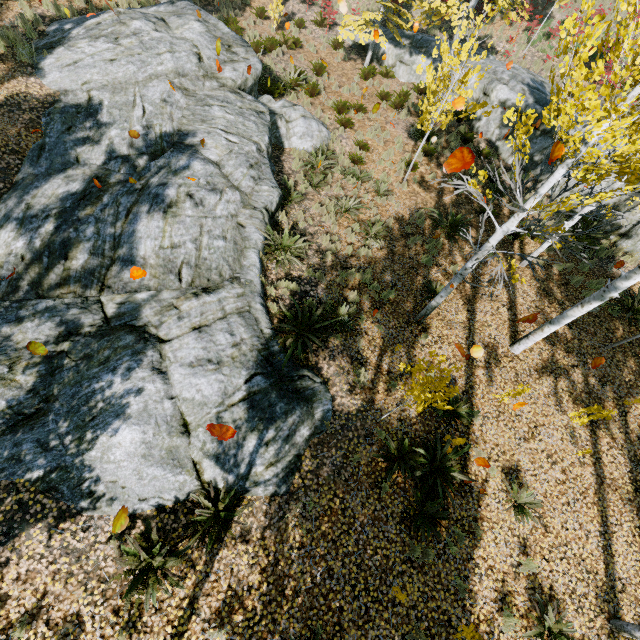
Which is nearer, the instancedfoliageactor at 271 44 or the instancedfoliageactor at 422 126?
the instancedfoliageactor at 422 126

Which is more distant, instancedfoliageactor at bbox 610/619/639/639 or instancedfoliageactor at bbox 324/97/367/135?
instancedfoliageactor at bbox 324/97/367/135

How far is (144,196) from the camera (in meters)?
7.54

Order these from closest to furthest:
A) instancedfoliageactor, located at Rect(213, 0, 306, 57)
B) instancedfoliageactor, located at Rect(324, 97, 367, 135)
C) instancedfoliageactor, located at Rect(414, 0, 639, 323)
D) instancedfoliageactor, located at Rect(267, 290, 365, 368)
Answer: instancedfoliageactor, located at Rect(414, 0, 639, 323)
instancedfoliageactor, located at Rect(267, 290, 365, 368)
instancedfoliageactor, located at Rect(324, 97, 367, 135)
instancedfoliageactor, located at Rect(213, 0, 306, 57)

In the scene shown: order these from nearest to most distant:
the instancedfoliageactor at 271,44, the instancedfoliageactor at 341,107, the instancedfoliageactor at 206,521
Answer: the instancedfoliageactor at 206,521
the instancedfoliageactor at 341,107
the instancedfoliageactor at 271,44

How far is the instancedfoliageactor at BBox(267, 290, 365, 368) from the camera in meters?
7.1 m

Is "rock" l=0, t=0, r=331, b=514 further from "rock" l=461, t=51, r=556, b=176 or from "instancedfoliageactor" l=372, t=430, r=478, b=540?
"rock" l=461, t=51, r=556, b=176
